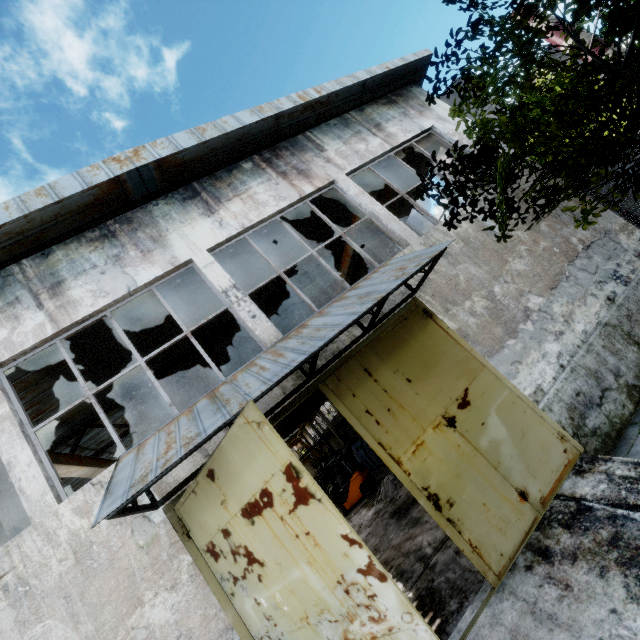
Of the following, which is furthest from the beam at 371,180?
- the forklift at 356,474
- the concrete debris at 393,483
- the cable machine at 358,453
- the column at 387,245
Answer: the concrete debris at 393,483

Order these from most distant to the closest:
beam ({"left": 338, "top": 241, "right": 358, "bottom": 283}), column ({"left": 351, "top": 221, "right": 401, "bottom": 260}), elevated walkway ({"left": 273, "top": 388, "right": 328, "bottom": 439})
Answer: beam ({"left": 338, "top": 241, "right": 358, "bottom": 283}) → column ({"left": 351, "top": 221, "right": 401, "bottom": 260}) → elevated walkway ({"left": 273, "top": 388, "right": 328, "bottom": 439})

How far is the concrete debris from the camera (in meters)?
12.45

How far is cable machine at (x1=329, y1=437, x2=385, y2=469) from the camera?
18.6m

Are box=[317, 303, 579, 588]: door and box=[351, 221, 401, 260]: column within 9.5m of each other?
yes

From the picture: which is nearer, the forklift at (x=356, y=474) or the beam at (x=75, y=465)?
the beam at (x=75, y=465)

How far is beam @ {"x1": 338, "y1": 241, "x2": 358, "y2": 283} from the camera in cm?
1317

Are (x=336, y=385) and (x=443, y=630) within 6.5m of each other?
yes
